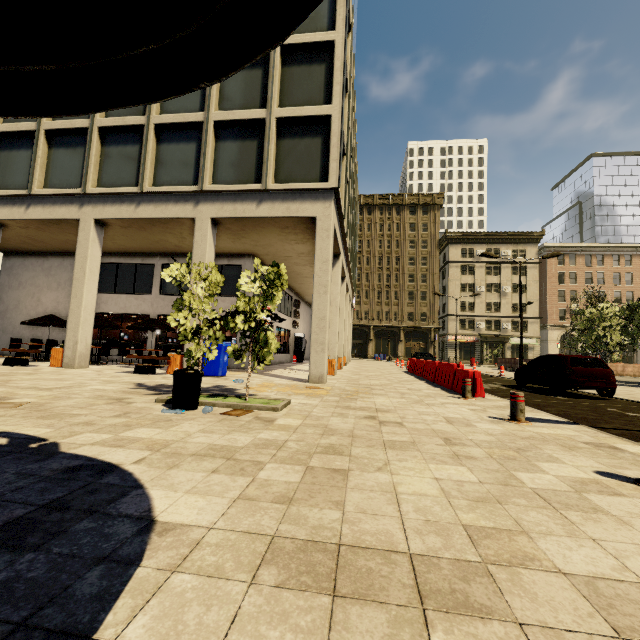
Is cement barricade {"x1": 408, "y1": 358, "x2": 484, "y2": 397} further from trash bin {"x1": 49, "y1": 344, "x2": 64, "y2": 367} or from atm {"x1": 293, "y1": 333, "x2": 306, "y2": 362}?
trash bin {"x1": 49, "y1": 344, "x2": 64, "y2": 367}

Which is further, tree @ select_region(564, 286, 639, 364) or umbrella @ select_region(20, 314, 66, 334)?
tree @ select_region(564, 286, 639, 364)

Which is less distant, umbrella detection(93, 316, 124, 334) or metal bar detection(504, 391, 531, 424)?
metal bar detection(504, 391, 531, 424)

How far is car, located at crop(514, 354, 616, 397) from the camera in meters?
10.6

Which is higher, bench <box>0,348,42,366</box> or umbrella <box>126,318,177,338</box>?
umbrella <box>126,318,177,338</box>

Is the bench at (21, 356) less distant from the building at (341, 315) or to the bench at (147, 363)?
the building at (341, 315)

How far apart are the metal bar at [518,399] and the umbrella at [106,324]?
16.9 meters

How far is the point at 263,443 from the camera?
3.94m
